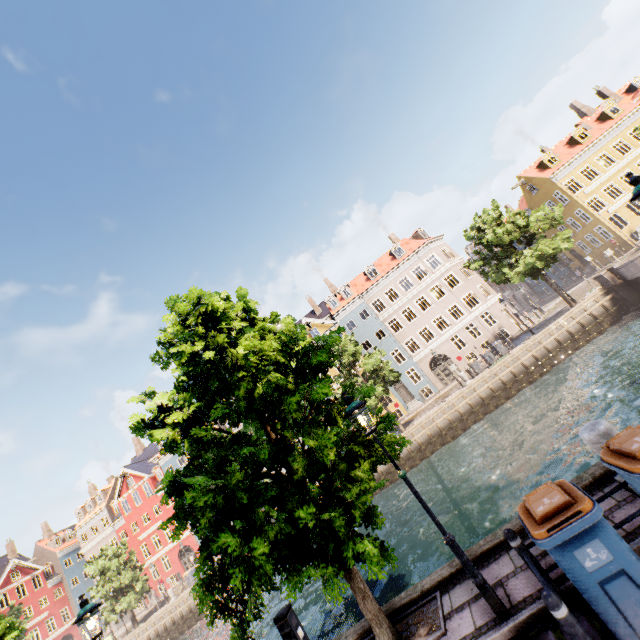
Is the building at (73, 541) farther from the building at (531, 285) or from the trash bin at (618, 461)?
the trash bin at (618, 461)

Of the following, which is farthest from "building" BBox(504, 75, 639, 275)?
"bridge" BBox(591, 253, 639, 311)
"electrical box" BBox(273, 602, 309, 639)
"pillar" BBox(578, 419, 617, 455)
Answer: "pillar" BBox(578, 419, 617, 455)

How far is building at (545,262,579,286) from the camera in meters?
42.7

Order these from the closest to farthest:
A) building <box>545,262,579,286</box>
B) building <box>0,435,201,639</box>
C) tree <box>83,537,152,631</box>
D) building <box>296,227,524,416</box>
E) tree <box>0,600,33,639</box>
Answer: tree <box>0,600,33,639</box> → tree <box>83,537,152,631</box> → building <box>296,227,524,416</box> → building <box>0,435,201,639</box> → building <box>545,262,579,286</box>

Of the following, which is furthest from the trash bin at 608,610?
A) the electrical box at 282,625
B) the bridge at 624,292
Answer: the bridge at 624,292

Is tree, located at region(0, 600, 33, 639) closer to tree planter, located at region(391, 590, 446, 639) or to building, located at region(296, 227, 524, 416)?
tree planter, located at region(391, 590, 446, 639)

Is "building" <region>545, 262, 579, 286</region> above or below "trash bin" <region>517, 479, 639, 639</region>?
above

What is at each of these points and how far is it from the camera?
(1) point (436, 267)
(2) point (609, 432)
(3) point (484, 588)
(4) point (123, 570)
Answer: (1) building, 36.88m
(2) pillar, 5.20m
(3) street light, 4.84m
(4) tree, 30.73m
